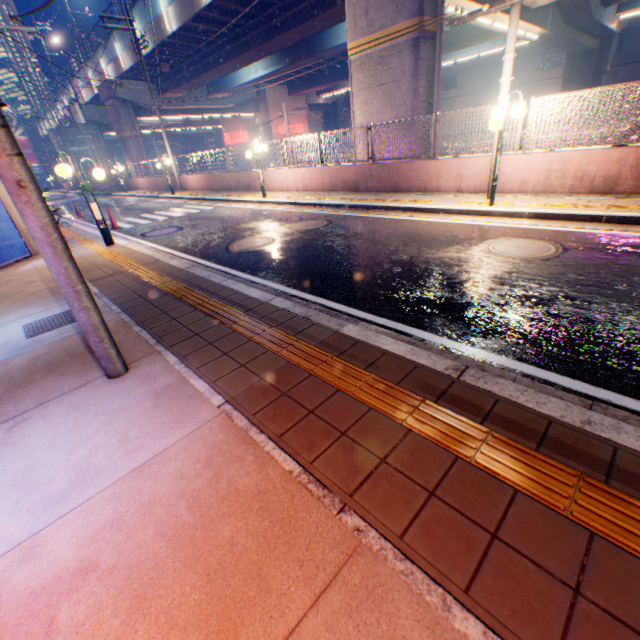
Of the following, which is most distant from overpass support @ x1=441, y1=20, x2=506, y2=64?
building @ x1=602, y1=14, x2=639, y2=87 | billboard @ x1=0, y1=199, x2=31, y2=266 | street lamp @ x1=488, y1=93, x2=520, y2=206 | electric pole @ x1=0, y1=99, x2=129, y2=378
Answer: billboard @ x1=0, y1=199, x2=31, y2=266

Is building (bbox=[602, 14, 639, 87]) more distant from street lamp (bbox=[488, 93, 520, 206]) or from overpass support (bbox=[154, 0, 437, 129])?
street lamp (bbox=[488, 93, 520, 206])

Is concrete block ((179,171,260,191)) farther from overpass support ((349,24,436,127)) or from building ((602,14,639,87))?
building ((602,14,639,87))

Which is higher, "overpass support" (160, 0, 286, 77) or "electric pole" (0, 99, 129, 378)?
"overpass support" (160, 0, 286, 77)

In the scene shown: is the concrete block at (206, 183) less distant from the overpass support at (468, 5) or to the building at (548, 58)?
the overpass support at (468, 5)

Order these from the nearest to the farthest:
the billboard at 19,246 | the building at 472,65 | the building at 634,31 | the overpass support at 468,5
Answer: the billboard at 19,246 < the overpass support at 468,5 < the building at 634,31 < the building at 472,65

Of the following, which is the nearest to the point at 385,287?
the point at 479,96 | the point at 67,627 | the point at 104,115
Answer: the point at 67,627

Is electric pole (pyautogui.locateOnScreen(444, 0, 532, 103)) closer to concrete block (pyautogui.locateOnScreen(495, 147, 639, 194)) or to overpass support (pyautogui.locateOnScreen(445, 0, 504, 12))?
concrete block (pyautogui.locateOnScreen(495, 147, 639, 194))
